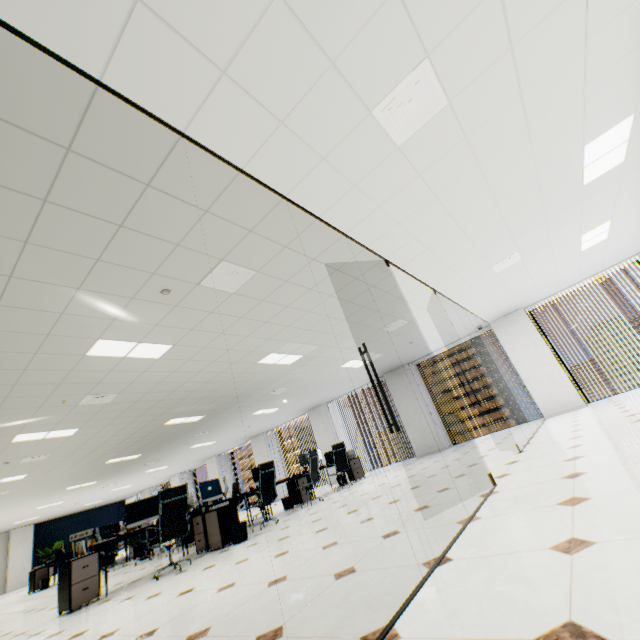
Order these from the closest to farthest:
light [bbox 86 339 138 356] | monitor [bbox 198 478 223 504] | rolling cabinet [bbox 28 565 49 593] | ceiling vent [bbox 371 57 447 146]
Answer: ceiling vent [bbox 371 57 447 146] → light [bbox 86 339 138 356] → monitor [bbox 198 478 223 504] → rolling cabinet [bbox 28 565 49 593]

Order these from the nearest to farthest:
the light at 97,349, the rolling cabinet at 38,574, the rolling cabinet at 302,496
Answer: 1. the light at 97,349
2. the rolling cabinet at 302,496
3. the rolling cabinet at 38,574

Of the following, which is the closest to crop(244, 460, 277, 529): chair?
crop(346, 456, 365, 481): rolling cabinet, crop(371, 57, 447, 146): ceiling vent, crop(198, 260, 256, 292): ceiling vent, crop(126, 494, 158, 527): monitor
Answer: crop(126, 494, 158, 527): monitor

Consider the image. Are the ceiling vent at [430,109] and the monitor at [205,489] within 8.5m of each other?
yes

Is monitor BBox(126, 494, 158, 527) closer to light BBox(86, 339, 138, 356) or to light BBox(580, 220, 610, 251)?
light BBox(86, 339, 138, 356)

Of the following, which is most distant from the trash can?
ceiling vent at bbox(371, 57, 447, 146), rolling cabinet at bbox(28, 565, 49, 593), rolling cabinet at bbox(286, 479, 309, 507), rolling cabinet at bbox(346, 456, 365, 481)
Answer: rolling cabinet at bbox(28, 565, 49, 593)

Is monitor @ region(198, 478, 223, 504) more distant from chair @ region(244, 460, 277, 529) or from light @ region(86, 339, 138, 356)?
light @ region(86, 339, 138, 356)

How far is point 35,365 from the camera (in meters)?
4.18
